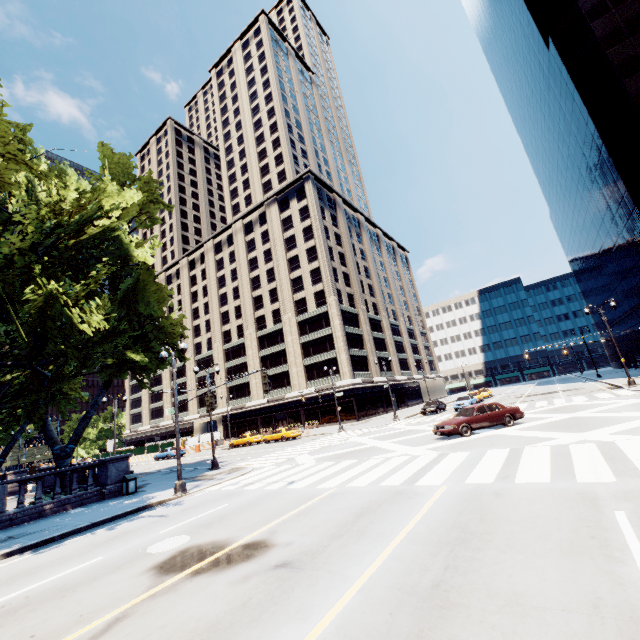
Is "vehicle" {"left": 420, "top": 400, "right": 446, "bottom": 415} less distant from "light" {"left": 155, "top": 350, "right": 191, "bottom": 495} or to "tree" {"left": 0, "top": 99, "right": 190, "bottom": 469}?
"light" {"left": 155, "top": 350, "right": 191, "bottom": 495}

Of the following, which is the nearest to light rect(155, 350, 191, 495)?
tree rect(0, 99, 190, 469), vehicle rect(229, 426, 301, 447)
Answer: tree rect(0, 99, 190, 469)

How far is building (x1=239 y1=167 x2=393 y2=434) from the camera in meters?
49.9 m

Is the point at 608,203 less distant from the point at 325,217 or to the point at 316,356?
the point at 325,217

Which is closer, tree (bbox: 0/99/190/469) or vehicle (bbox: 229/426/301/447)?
tree (bbox: 0/99/190/469)

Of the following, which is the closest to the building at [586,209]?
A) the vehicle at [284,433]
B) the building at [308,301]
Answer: the building at [308,301]

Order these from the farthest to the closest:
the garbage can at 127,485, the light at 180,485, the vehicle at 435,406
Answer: the vehicle at 435,406, the garbage can at 127,485, the light at 180,485

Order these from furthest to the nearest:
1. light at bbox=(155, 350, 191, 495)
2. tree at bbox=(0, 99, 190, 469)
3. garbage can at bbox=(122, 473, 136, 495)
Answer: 1. garbage can at bbox=(122, 473, 136, 495)
2. light at bbox=(155, 350, 191, 495)
3. tree at bbox=(0, 99, 190, 469)
